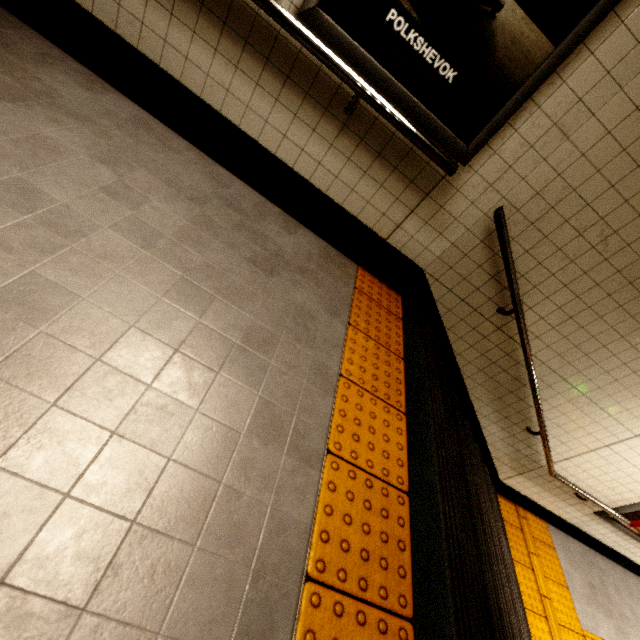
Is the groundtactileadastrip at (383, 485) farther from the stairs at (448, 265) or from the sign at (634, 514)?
the sign at (634, 514)

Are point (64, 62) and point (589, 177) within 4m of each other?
yes

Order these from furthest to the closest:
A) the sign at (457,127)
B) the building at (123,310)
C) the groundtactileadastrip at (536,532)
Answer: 1. the groundtactileadastrip at (536,532)
2. the sign at (457,127)
3. the building at (123,310)

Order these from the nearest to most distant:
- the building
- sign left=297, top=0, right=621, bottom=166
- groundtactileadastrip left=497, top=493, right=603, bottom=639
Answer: the building
sign left=297, top=0, right=621, bottom=166
groundtactileadastrip left=497, top=493, right=603, bottom=639

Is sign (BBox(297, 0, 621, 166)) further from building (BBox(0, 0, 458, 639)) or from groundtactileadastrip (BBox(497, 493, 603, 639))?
groundtactileadastrip (BBox(497, 493, 603, 639))

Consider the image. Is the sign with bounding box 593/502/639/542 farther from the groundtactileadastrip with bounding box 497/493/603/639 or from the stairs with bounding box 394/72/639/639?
the stairs with bounding box 394/72/639/639

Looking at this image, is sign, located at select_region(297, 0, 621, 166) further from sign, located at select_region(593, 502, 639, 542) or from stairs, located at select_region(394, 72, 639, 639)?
sign, located at select_region(593, 502, 639, 542)
